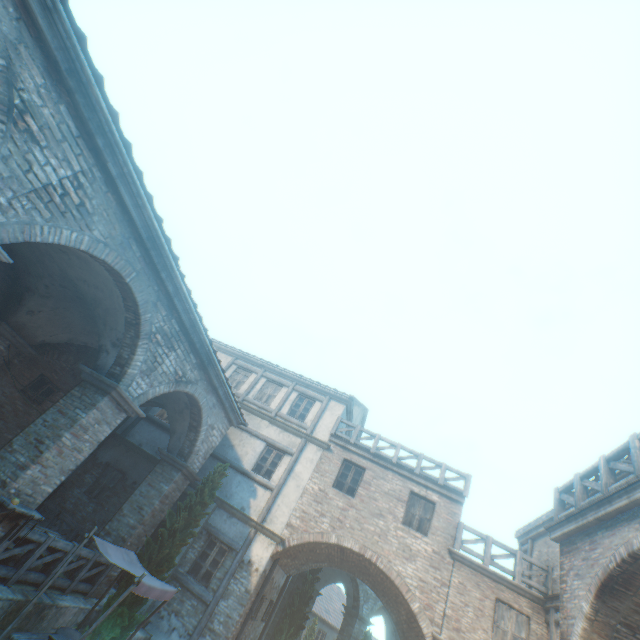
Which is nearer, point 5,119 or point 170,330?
point 5,119

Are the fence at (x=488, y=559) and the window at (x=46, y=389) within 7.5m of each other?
no

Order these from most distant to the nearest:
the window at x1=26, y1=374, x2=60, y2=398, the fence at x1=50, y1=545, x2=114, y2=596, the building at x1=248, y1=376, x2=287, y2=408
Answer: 1. the building at x1=248, y1=376, x2=287, y2=408
2. the window at x1=26, y1=374, x2=60, y2=398
3. the fence at x1=50, y1=545, x2=114, y2=596

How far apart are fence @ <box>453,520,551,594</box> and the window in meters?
15.7

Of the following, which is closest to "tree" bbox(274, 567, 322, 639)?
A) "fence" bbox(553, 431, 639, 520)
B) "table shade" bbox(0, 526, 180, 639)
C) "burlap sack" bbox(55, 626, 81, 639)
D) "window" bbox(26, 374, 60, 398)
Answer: "table shade" bbox(0, 526, 180, 639)

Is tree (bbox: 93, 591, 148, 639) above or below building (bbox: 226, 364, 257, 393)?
below

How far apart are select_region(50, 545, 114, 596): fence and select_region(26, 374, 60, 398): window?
5.7m

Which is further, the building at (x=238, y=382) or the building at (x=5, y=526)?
the building at (x=238, y=382)
